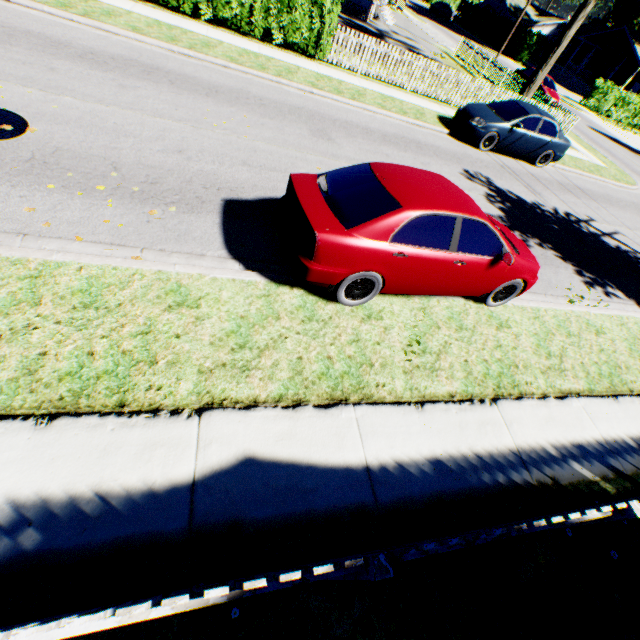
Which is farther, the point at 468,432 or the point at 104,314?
the point at 468,432

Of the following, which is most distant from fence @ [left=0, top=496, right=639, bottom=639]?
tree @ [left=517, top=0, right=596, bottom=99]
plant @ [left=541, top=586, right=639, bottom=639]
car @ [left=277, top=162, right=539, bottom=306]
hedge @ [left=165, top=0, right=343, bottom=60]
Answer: tree @ [left=517, top=0, right=596, bottom=99]

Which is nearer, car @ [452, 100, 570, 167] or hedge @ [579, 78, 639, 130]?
car @ [452, 100, 570, 167]

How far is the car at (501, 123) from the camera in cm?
1192

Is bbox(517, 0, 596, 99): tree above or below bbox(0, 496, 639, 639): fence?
above

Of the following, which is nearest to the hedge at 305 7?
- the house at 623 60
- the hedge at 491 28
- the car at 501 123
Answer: the car at 501 123

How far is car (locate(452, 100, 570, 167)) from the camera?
11.9 meters

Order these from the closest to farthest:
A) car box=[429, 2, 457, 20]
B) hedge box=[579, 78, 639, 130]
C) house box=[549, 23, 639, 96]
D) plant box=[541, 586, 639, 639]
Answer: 1. plant box=[541, 586, 639, 639]
2. hedge box=[579, 78, 639, 130]
3. house box=[549, 23, 639, 96]
4. car box=[429, 2, 457, 20]
